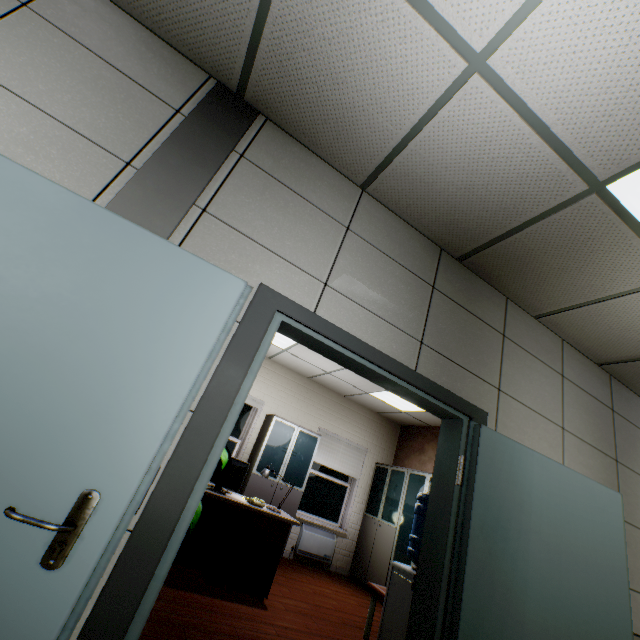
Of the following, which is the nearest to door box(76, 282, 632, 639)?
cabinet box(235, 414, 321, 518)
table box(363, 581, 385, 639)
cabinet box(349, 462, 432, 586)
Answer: table box(363, 581, 385, 639)

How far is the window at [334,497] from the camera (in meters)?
6.62

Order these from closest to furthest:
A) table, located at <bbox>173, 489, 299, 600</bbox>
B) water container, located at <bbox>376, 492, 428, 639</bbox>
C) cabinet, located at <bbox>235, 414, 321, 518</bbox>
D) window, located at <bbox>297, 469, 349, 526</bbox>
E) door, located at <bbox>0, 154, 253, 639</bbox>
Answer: door, located at <bbox>0, 154, 253, 639</bbox> < water container, located at <bbox>376, 492, 428, 639</bbox> < table, located at <bbox>173, 489, 299, 600</bbox> < cabinet, located at <bbox>235, 414, 321, 518</bbox> < window, located at <bbox>297, 469, 349, 526</bbox>

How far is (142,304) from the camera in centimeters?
133cm

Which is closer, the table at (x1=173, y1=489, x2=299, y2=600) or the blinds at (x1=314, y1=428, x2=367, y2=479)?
the table at (x1=173, y1=489, x2=299, y2=600)

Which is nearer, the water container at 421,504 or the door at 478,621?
the door at 478,621

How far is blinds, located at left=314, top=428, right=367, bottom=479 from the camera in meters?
6.9

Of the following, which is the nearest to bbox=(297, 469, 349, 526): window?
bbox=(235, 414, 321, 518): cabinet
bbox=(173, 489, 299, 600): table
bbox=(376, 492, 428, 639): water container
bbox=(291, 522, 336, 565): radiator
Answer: bbox=(291, 522, 336, 565): radiator
